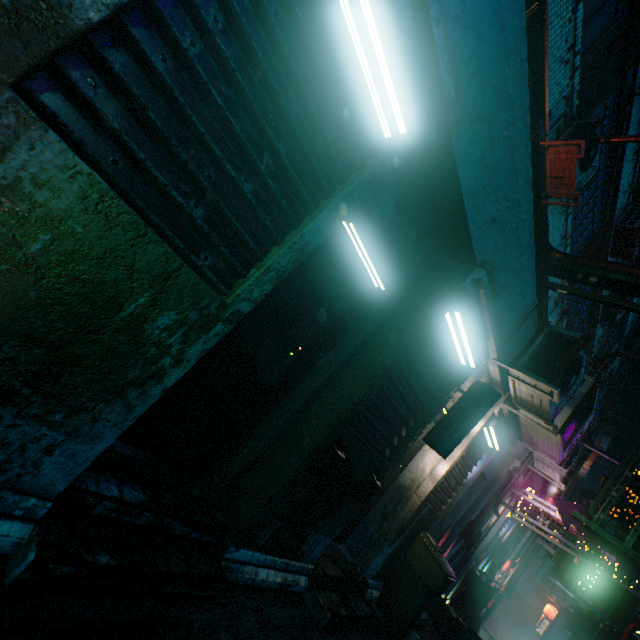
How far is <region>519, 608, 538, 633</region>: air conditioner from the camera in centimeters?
2023cm

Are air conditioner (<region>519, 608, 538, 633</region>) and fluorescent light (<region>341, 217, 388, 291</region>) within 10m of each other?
no

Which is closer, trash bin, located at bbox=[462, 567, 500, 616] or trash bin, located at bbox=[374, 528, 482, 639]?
trash bin, located at bbox=[374, 528, 482, 639]

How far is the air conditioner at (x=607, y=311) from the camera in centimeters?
1031cm

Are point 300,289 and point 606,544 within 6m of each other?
yes

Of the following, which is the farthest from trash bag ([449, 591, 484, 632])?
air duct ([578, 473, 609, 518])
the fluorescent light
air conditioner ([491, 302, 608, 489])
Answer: the fluorescent light

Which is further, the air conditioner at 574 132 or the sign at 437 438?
the air conditioner at 574 132

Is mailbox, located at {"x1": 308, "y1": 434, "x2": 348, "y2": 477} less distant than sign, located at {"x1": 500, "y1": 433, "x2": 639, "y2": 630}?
Yes
